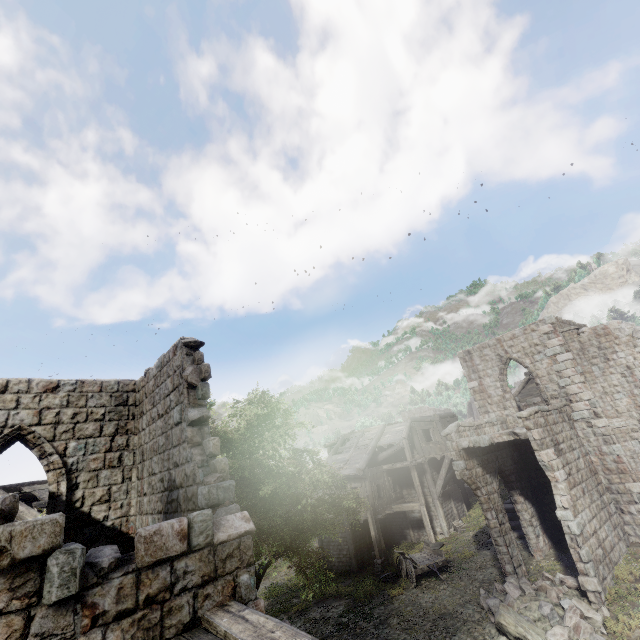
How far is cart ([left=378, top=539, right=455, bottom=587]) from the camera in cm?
1673

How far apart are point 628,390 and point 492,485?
7.8m

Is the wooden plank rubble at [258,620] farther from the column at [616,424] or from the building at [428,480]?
the column at [616,424]

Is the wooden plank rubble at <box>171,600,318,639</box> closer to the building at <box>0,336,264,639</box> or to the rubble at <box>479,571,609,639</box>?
the building at <box>0,336,264,639</box>

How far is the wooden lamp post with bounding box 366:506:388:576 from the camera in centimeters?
1953cm

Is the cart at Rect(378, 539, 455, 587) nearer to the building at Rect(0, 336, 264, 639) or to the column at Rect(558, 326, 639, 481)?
the building at Rect(0, 336, 264, 639)

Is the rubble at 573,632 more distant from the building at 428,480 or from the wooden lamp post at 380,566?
the wooden lamp post at 380,566

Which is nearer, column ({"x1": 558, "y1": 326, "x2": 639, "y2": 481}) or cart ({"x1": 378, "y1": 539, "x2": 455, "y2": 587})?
column ({"x1": 558, "y1": 326, "x2": 639, "y2": 481})
